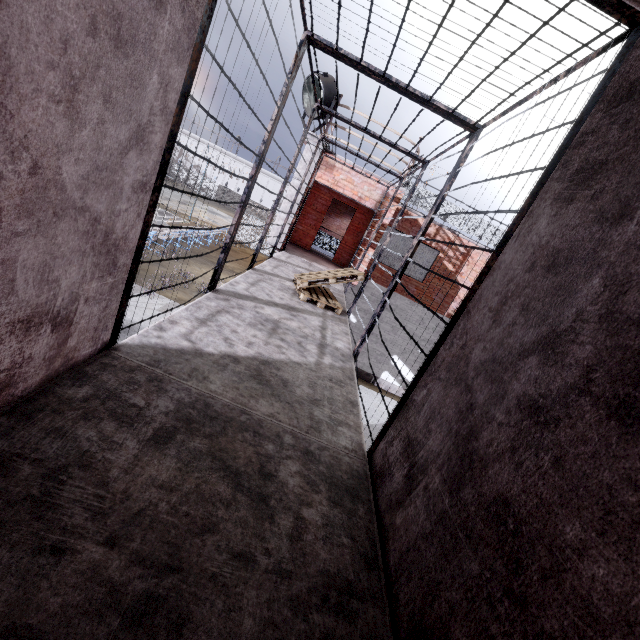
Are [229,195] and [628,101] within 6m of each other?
no

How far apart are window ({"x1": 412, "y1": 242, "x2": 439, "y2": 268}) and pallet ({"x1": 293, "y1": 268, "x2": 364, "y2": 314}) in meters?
6.5

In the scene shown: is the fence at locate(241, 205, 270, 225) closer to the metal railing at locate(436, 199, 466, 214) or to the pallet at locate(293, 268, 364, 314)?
the metal railing at locate(436, 199, 466, 214)

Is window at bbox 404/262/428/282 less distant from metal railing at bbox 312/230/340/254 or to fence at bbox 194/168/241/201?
metal railing at bbox 312/230/340/254

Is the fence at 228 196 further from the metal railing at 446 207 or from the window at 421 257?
the metal railing at 446 207

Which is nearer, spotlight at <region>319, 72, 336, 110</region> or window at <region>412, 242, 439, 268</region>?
spotlight at <region>319, 72, 336, 110</region>

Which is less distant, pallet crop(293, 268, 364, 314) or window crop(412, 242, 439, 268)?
pallet crop(293, 268, 364, 314)

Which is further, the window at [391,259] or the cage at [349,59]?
the window at [391,259]
